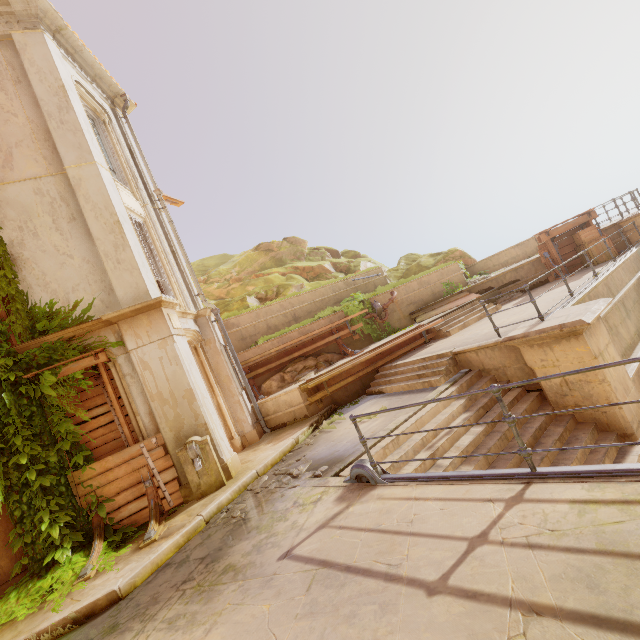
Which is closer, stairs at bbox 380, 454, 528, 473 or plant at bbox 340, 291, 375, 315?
stairs at bbox 380, 454, 528, 473

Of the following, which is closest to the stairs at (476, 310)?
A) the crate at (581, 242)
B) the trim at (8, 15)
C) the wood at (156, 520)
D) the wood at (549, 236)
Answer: the wood at (549, 236)

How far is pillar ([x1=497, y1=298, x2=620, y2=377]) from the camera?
5.90m

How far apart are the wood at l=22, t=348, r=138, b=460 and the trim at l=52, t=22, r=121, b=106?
8.50m

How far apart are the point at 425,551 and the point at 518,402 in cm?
531

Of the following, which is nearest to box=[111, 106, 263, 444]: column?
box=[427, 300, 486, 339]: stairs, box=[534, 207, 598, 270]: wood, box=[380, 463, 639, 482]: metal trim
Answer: box=[380, 463, 639, 482]: metal trim

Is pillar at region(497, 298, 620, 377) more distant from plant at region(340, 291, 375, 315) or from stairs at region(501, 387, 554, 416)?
plant at region(340, 291, 375, 315)

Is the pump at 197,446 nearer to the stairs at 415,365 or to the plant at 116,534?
the plant at 116,534
